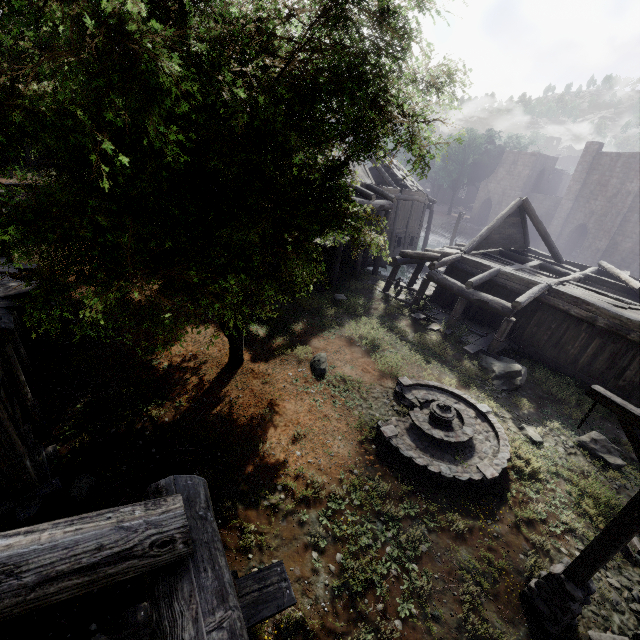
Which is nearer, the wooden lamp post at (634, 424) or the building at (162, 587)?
the building at (162, 587)

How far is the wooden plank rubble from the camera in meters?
22.9

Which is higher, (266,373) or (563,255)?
(266,373)

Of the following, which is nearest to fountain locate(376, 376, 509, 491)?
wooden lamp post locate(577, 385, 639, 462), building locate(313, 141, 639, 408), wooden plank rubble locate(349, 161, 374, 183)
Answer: wooden lamp post locate(577, 385, 639, 462)

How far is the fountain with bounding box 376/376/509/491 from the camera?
8.6 meters

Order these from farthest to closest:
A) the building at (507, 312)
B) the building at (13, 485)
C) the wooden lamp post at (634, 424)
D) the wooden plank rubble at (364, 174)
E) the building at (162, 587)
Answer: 1. the wooden plank rubble at (364, 174)
2. the building at (507, 312)
3. the building at (13, 485)
4. the wooden lamp post at (634, 424)
5. the building at (162, 587)

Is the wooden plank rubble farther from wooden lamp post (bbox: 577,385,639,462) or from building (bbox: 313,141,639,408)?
wooden lamp post (bbox: 577,385,639,462)

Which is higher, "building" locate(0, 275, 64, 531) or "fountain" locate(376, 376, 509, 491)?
"building" locate(0, 275, 64, 531)
